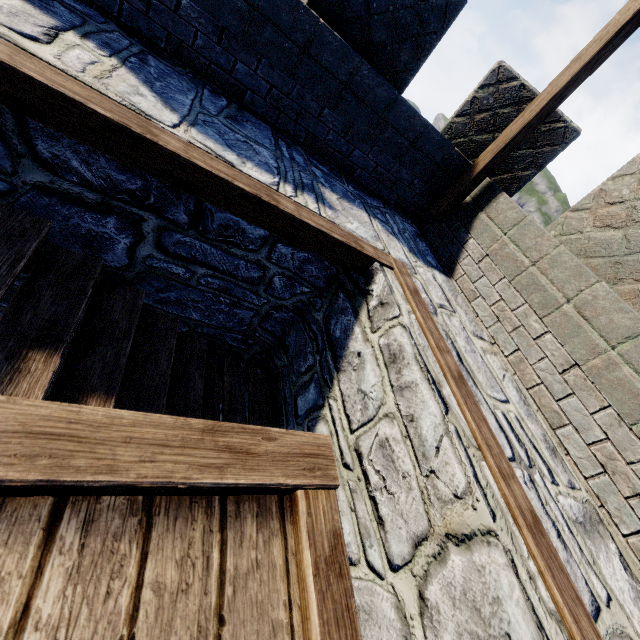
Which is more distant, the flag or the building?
the flag

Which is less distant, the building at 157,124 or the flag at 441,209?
the building at 157,124

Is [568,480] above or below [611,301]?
below
